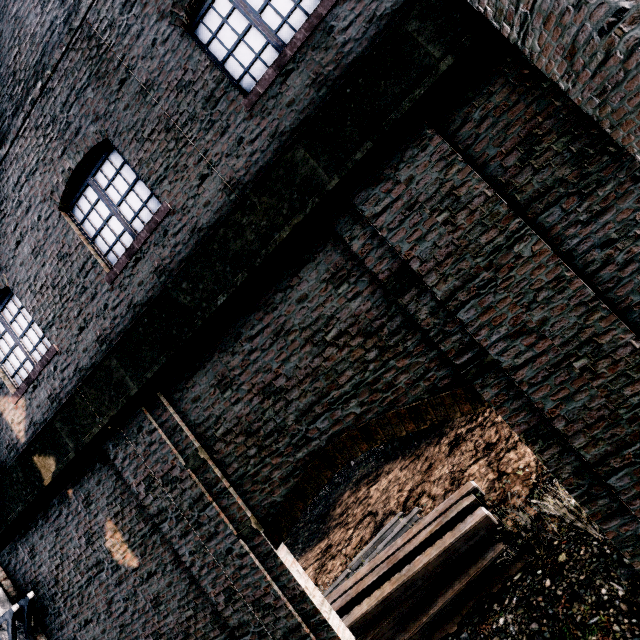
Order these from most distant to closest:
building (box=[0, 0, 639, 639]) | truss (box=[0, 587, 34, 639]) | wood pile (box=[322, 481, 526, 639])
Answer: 1. wood pile (box=[322, 481, 526, 639])
2. truss (box=[0, 587, 34, 639])
3. building (box=[0, 0, 639, 639])

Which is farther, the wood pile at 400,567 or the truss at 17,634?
the wood pile at 400,567

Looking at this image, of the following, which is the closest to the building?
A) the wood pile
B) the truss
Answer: the truss

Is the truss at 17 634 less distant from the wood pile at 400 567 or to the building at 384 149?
the building at 384 149

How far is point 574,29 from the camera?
2.7m

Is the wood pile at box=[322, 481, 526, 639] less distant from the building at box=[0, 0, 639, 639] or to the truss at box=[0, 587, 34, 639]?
the building at box=[0, 0, 639, 639]

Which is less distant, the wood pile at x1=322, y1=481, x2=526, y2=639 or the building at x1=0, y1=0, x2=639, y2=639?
the building at x1=0, y1=0, x2=639, y2=639
